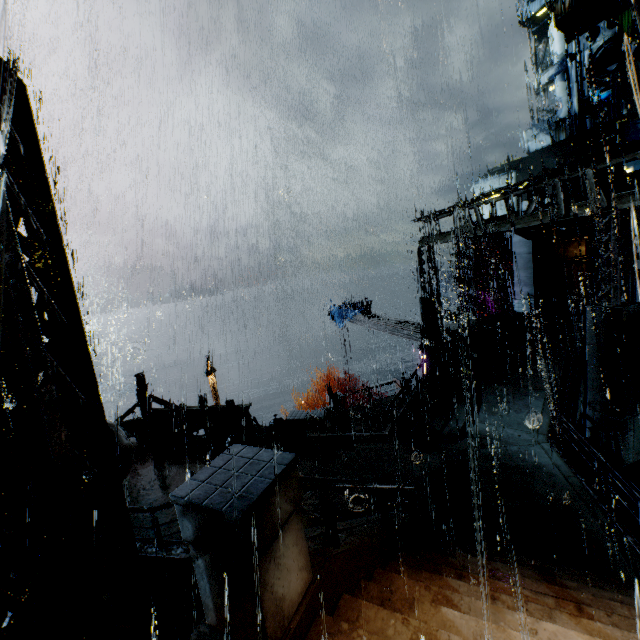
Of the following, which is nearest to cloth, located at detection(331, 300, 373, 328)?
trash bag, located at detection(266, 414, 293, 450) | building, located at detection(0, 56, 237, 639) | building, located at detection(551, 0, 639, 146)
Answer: building, located at detection(0, 56, 237, 639)

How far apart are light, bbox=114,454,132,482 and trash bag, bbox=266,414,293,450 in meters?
10.2

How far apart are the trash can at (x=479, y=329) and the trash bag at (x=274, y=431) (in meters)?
10.43

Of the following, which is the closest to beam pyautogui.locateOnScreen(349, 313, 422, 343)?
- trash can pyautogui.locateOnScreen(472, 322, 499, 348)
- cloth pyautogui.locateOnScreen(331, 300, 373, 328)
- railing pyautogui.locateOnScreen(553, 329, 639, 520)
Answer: cloth pyautogui.locateOnScreen(331, 300, 373, 328)

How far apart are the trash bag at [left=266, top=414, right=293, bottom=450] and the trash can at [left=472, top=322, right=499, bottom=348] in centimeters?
1043cm

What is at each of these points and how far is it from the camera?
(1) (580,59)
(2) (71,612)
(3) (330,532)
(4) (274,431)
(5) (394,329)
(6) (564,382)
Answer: (1) building, 57.44m
(2) building, 1.83m
(3) railing, 4.00m
(4) trash bag, 12.77m
(5) beam, 20.27m
(6) railing, 11.07m

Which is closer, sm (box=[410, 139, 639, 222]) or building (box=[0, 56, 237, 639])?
building (box=[0, 56, 237, 639])

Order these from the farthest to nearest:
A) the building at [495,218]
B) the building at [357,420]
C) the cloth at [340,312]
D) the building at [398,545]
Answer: the cloth at [340,312] → the building at [357,420] → the building at [495,218] → the building at [398,545]
